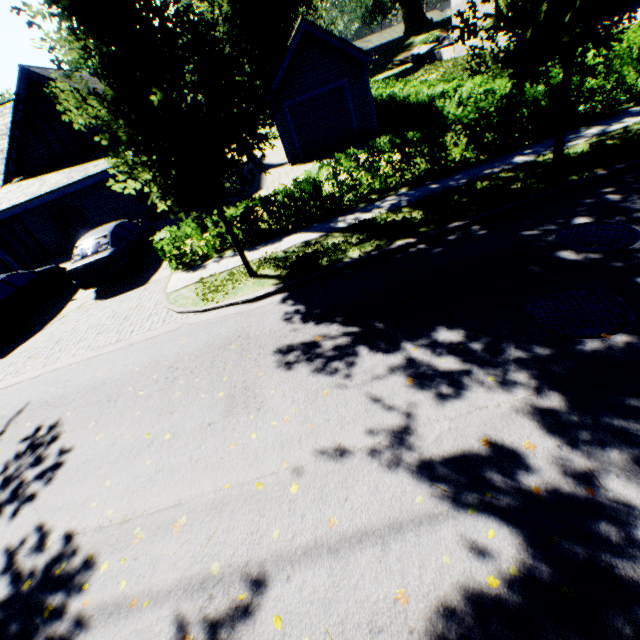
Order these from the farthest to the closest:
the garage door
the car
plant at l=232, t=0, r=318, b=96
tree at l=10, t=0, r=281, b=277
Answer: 1. plant at l=232, t=0, r=318, b=96
2. the garage door
3. the car
4. tree at l=10, t=0, r=281, b=277

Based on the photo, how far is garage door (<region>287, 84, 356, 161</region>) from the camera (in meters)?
16.77

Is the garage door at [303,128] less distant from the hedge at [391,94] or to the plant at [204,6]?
the hedge at [391,94]

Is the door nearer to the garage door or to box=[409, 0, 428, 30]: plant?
the garage door

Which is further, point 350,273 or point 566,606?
point 350,273

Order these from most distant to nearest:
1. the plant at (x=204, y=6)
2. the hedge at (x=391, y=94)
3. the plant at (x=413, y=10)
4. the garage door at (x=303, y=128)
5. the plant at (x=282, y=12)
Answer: the plant at (x=413, y=10)
the plant at (x=282, y=12)
the plant at (x=204, y=6)
the garage door at (x=303, y=128)
the hedge at (x=391, y=94)

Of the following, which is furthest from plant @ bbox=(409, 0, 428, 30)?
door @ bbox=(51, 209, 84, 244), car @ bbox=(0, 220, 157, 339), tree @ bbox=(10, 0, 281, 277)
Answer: car @ bbox=(0, 220, 157, 339)

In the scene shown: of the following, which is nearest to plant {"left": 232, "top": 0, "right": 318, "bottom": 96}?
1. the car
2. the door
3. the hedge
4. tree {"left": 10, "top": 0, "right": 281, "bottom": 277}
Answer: tree {"left": 10, "top": 0, "right": 281, "bottom": 277}
